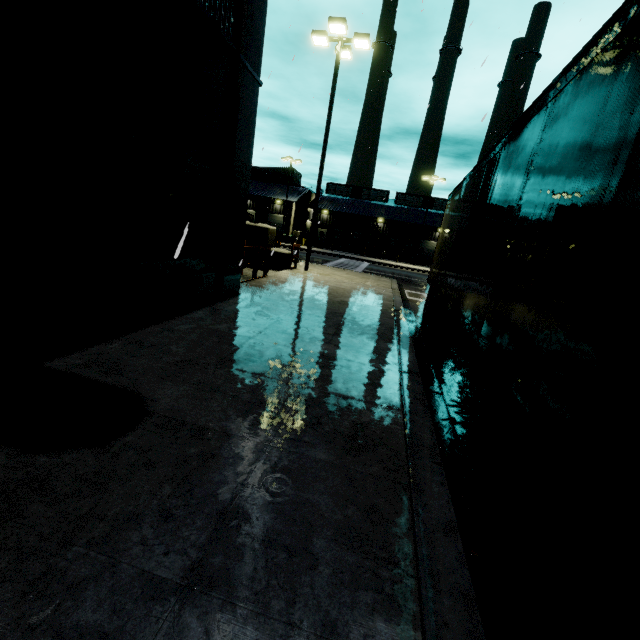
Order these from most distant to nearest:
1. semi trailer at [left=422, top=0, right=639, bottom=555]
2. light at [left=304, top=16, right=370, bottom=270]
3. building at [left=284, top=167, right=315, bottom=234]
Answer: building at [left=284, top=167, right=315, bottom=234] → light at [left=304, top=16, right=370, bottom=270] → semi trailer at [left=422, top=0, right=639, bottom=555]

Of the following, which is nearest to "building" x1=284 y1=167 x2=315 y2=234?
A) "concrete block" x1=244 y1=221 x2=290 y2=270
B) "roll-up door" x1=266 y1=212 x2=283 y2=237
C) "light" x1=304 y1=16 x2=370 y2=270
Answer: "roll-up door" x1=266 y1=212 x2=283 y2=237

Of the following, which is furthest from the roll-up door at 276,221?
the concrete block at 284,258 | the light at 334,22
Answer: the light at 334,22

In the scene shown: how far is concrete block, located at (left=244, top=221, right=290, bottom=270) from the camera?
14.9 meters

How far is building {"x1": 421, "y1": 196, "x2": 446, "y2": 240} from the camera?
46.16m

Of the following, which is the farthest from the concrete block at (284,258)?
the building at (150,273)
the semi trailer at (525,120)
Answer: the building at (150,273)

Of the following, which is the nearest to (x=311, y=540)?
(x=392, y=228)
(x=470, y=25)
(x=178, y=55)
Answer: (x=178, y=55)

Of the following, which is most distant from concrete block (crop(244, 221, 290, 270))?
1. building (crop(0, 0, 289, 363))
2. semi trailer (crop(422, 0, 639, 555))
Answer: building (crop(0, 0, 289, 363))
